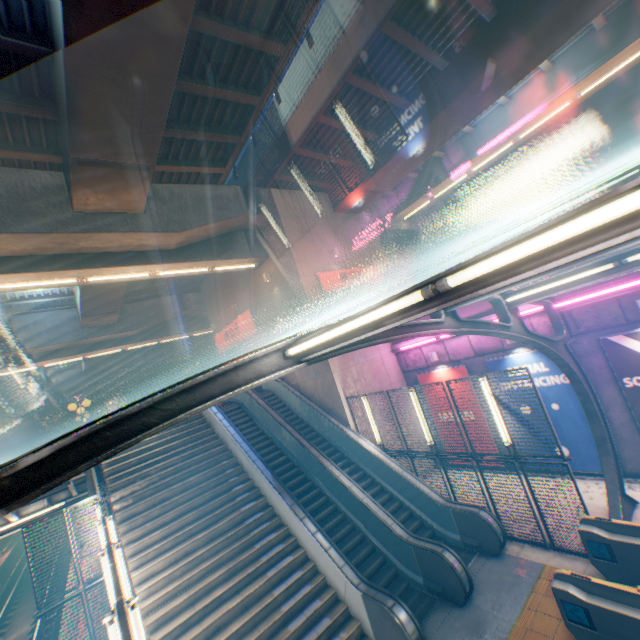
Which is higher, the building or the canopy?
the building

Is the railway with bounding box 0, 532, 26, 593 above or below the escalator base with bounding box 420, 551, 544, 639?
below

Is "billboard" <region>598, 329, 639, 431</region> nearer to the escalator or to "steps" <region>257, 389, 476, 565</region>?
"steps" <region>257, 389, 476, 565</region>

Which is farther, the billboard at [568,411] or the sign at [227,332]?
the sign at [227,332]

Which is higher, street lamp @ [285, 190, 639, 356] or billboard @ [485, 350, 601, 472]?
street lamp @ [285, 190, 639, 356]

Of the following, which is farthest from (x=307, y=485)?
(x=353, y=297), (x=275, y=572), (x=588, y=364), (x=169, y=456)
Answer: (x=588, y=364)

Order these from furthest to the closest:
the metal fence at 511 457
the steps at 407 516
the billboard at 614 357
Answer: the steps at 407 516 < the billboard at 614 357 < the metal fence at 511 457

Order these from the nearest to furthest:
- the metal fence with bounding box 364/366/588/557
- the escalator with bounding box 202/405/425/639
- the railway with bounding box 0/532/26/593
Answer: the escalator with bounding box 202/405/425/639, the metal fence with bounding box 364/366/588/557, the railway with bounding box 0/532/26/593
